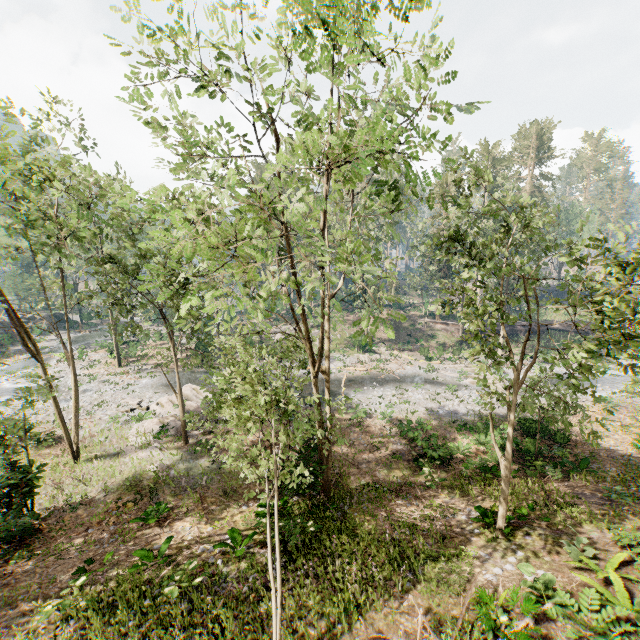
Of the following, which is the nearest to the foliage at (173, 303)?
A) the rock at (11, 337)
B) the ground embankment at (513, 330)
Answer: the ground embankment at (513, 330)

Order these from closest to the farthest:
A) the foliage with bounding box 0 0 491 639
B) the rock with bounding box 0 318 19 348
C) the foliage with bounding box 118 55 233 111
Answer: the foliage with bounding box 0 0 491 639
the foliage with bounding box 118 55 233 111
the rock with bounding box 0 318 19 348

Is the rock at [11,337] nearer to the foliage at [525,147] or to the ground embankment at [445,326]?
the foliage at [525,147]

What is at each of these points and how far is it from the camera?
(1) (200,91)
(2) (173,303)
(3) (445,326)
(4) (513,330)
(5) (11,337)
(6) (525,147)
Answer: (1) foliage, 8.9m
(2) foliage, 16.0m
(3) ground embankment, 46.9m
(4) ground embankment, 46.1m
(5) rock, 46.4m
(6) foliage, 57.5m

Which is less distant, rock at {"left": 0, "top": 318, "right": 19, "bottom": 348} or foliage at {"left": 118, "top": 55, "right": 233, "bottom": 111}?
foliage at {"left": 118, "top": 55, "right": 233, "bottom": 111}

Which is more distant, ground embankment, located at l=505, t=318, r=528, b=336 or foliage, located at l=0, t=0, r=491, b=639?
ground embankment, located at l=505, t=318, r=528, b=336

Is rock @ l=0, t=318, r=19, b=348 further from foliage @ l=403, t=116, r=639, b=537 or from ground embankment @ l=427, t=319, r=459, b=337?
ground embankment @ l=427, t=319, r=459, b=337
